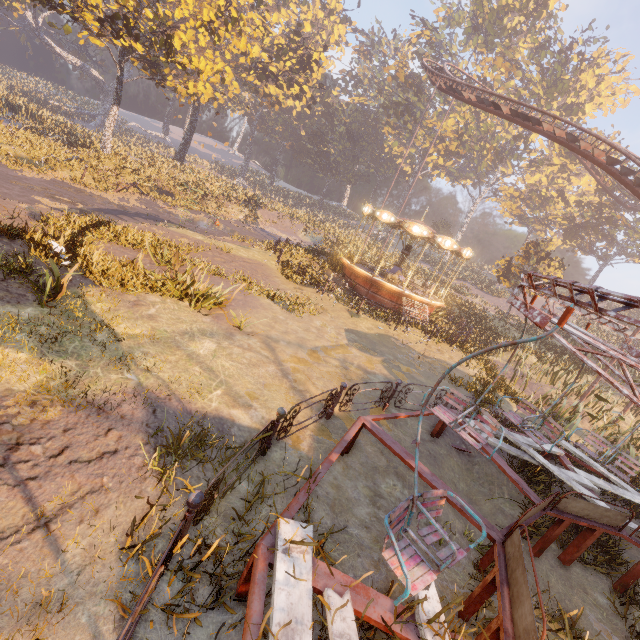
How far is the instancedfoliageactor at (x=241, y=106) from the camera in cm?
5385

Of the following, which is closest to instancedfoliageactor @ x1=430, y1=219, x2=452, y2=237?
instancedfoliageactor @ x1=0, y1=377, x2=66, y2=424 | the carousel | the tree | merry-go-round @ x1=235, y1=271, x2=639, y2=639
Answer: the carousel

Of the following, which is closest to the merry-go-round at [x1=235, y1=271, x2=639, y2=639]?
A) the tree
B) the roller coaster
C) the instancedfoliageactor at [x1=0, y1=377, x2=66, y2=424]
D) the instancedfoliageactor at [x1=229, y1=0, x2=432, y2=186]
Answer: the instancedfoliageactor at [x1=0, y1=377, x2=66, y2=424]

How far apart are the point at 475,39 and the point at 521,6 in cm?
797

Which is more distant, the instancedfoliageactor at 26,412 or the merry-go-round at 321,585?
the instancedfoliageactor at 26,412

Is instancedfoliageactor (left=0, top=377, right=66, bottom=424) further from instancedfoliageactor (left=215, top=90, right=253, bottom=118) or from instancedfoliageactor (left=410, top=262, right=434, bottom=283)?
instancedfoliageactor (left=215, top=90, right=253, bottom=118)

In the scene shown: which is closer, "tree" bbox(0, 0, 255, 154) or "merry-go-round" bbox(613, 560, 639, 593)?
"merry-go-round" bbox(613, 560, 639, 593)

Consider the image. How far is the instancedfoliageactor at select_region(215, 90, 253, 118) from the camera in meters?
53.9 m
